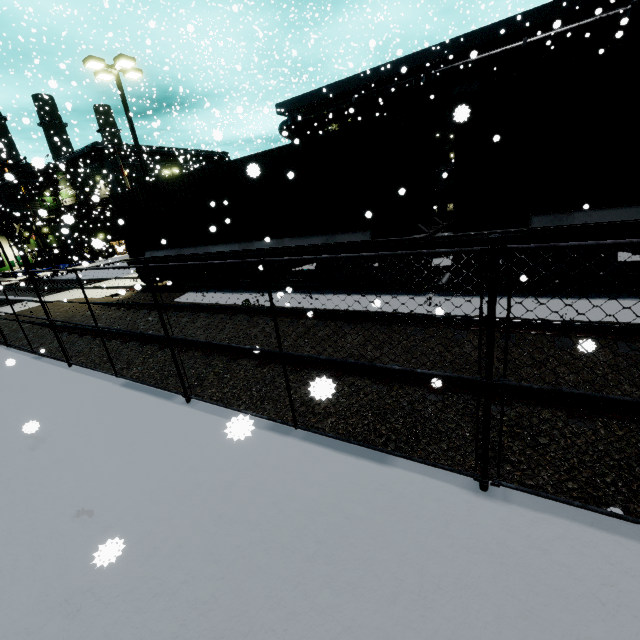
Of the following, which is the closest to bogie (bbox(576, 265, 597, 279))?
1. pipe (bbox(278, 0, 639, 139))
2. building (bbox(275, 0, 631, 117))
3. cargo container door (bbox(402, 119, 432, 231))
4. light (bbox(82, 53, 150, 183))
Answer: cargo container door (bbox(402, 119, 432, 231))

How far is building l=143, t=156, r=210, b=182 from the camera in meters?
40.5

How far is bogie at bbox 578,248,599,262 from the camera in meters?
6.0 m

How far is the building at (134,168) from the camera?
46.9 meters

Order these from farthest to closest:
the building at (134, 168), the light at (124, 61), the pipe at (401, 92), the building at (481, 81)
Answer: the building at (134, 168)
the pipe at (401, 92)
the light at (124, 61)
the building at (481, 81)

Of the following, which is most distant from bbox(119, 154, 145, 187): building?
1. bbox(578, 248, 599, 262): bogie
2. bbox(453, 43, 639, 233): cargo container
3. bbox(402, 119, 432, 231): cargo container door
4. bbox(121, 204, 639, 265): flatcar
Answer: bbox(578, 248, 599, 262): bogie

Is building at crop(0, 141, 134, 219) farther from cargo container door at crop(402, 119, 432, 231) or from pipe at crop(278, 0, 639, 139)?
cargo container door at crop(402, 119, 432, 231)

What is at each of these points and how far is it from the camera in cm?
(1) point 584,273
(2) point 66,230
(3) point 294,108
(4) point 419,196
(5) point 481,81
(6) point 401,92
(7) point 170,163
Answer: (1) bogie, 641
(2) building, 833
(3) building, 2522
(4) cargo container door, 822
(5) building, 1340
(6) pipe, 2070
(7) building, 5316
